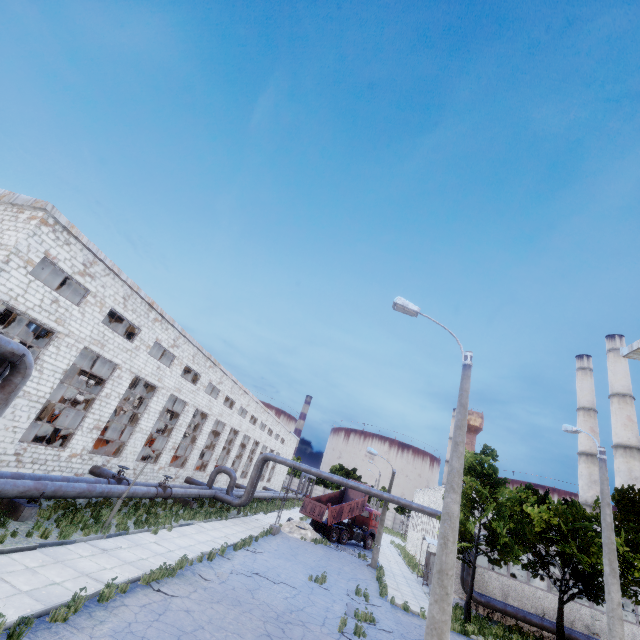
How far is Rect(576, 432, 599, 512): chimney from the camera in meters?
39.9

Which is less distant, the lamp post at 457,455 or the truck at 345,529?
the lamp post at 457,455

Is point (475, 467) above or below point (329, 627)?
above

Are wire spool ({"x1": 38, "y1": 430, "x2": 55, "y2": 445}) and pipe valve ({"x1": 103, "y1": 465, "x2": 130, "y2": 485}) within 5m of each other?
no

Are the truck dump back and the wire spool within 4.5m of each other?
no

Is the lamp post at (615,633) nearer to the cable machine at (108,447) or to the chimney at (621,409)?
Answer: the cable machine at (108,447)

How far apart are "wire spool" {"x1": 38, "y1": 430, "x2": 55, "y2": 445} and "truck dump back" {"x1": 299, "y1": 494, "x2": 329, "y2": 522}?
21.17m

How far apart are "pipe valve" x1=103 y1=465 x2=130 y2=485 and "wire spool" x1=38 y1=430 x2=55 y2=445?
6.34m
